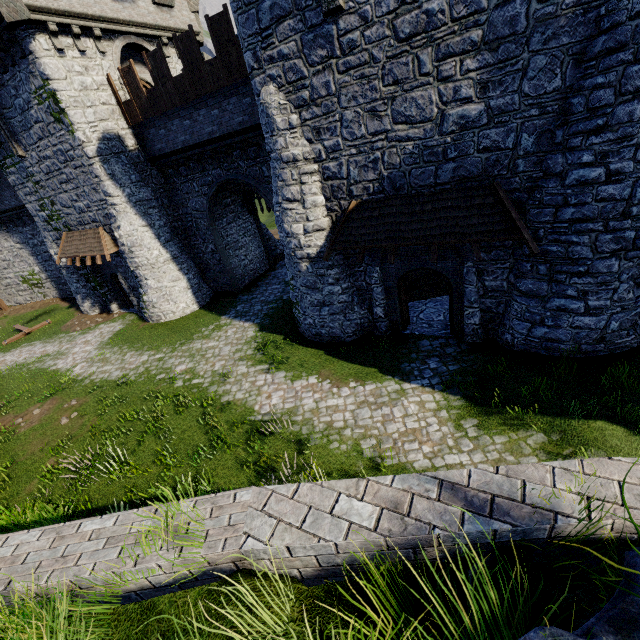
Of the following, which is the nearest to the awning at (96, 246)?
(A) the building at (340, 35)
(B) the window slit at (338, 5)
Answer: (A) the building at (340, 35)

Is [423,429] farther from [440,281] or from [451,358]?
[440,281]

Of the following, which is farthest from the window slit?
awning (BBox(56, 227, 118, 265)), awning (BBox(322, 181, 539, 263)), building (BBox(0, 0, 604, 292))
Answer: awning (BBox(56, 227, 118, 265))

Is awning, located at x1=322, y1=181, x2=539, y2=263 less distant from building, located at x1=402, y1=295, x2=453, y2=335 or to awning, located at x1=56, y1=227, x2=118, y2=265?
building, located at x1=402, y1=295, x2=453, y2=335

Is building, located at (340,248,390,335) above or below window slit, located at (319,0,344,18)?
below

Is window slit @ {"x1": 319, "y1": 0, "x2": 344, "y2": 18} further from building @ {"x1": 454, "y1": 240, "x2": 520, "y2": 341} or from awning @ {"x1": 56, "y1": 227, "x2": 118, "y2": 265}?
awning @ {"x1": 56, "y1": 227, "x2": 118, "y2": 265}

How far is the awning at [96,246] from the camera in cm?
1794
